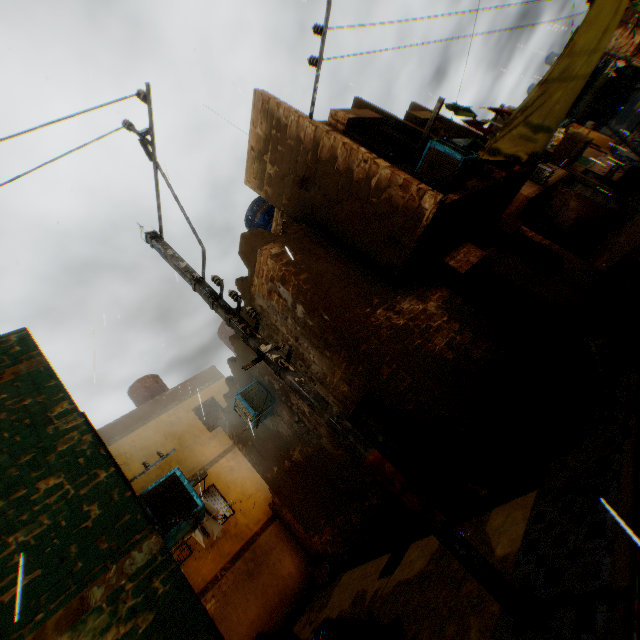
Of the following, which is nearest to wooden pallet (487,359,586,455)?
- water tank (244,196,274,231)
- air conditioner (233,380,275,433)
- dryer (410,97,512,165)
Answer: air conditioner (233,380,275,433)

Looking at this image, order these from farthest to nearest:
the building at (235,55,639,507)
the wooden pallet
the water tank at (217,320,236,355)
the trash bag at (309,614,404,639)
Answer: the water tank at (217,320,236,355) < the building at (235,55,639,507) < the wooden pallet < the trash bag at (309,614,404,639)

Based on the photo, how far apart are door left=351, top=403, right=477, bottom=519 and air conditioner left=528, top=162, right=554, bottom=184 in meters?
15.2

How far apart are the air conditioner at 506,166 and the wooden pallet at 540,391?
6.0m

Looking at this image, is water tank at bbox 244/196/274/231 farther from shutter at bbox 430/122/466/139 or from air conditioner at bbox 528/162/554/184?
air conditioner at bbox 528/162/554/184

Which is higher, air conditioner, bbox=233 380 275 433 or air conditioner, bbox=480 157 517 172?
air conditioner, bbox=233 380 275 433

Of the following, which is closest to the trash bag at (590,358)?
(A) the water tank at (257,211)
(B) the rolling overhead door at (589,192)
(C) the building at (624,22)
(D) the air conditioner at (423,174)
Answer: (D) the air conditioner at (423,174)

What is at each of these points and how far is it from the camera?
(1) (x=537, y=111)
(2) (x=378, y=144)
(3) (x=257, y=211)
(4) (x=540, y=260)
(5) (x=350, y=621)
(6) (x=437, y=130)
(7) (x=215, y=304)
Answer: (1) tent, 7.5m
(2) shutter, 7.4m
(3) water tank, 11.0m
(4) shutter, 9.4m
(5) trash bag, 5.1m
(6) shutter, 9.8m
(7) electric pole, 4.4m
